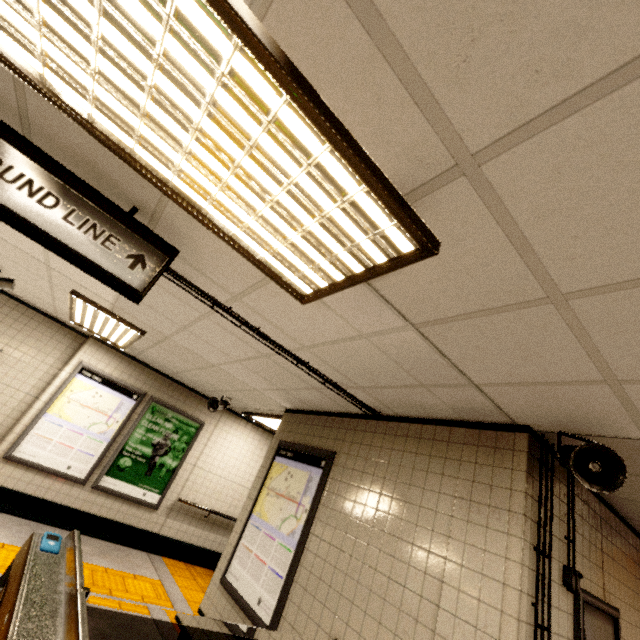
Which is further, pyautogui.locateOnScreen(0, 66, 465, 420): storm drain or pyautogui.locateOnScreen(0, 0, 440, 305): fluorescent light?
pyautogui.locateOnScreen(0, 66, 465, 420): storm drain

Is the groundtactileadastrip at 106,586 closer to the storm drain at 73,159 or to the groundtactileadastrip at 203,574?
the groundtactileadastrip at 203,574

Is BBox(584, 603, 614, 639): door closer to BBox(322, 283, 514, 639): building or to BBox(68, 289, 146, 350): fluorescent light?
BBox(322, 283, 514, 639): building

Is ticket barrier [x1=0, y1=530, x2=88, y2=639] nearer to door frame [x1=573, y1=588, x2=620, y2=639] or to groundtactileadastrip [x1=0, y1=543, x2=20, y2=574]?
groundtactileadastrip [x1=0, y1=543, x2=20, y2=574]

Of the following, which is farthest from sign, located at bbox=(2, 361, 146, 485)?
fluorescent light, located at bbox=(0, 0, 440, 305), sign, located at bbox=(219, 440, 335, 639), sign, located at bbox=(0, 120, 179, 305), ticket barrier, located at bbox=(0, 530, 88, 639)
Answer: fluorescent light, located at bbox=(0, 0, 440, 305)

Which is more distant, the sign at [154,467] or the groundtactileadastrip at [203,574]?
the sign at [154,467]

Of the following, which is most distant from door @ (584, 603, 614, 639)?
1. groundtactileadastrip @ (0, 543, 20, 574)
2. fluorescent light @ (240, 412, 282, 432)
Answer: fluorescent light @ (240, 412, 282, 432)

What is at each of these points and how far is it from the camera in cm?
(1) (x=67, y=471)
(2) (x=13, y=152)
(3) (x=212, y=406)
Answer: (1) sign, 558
(2) sign, 163
(3) loudspeaker, 616
